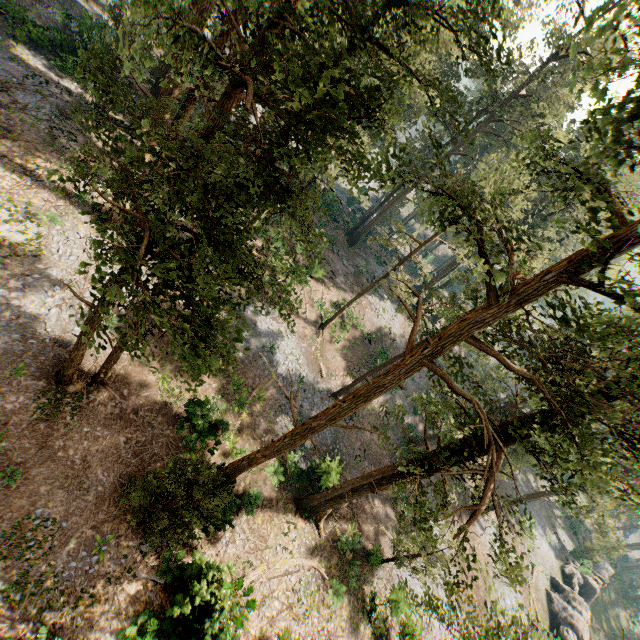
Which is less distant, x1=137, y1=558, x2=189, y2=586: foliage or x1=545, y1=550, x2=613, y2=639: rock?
x1=137, y1=558, x2=189, y2=586: foliage

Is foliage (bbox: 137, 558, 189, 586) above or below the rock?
above

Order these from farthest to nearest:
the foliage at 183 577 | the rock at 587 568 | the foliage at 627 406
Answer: the rock at 587 568, the foliage at 183 577, the foliage at 627 406

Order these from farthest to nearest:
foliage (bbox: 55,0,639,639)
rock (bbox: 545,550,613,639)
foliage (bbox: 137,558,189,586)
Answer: rock (bbox: 545,550,613,639), foliage (bbox: 137,558,189,586), foliage (bbox: 55,0,639,639)

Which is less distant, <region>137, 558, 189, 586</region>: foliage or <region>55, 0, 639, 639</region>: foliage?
<region>55, 0, 639, 639</region>: foliage

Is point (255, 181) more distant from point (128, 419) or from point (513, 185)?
point (513, 185)

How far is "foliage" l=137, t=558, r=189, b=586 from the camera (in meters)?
15.48

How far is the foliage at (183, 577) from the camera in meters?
15.5 m
